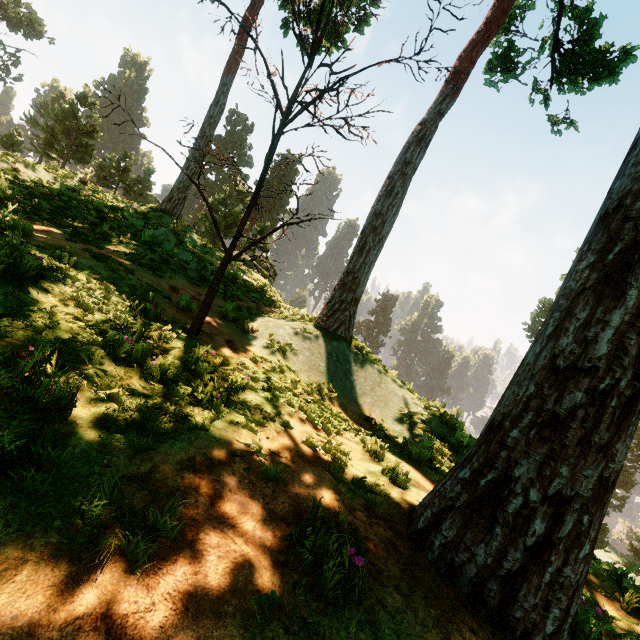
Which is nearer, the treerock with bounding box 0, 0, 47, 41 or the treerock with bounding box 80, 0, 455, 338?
the treerock with bounding box 80, 0, 455, 338

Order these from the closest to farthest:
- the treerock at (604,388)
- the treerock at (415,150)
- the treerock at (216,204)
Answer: the treerock at (604,388) → the treerock at (216,204) → the treerock at (415,150)

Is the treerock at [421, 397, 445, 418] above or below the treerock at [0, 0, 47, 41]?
below

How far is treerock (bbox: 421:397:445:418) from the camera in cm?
770

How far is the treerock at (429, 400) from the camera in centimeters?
770cm

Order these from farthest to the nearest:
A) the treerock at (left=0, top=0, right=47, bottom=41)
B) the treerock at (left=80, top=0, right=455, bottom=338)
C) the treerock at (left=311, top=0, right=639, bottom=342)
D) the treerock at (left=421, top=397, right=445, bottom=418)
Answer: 1. the treerock at (left=0, top=0, right=47, bottom=41)
2. the treerock at (left=311, top=0, right=639, bottom=342)
3. the treerock at (left=421, top=397, right=445, bottom=418)
4. the treerock at (left=80, top=0, right=455, bottom=338)

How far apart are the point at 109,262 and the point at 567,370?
7.56m
